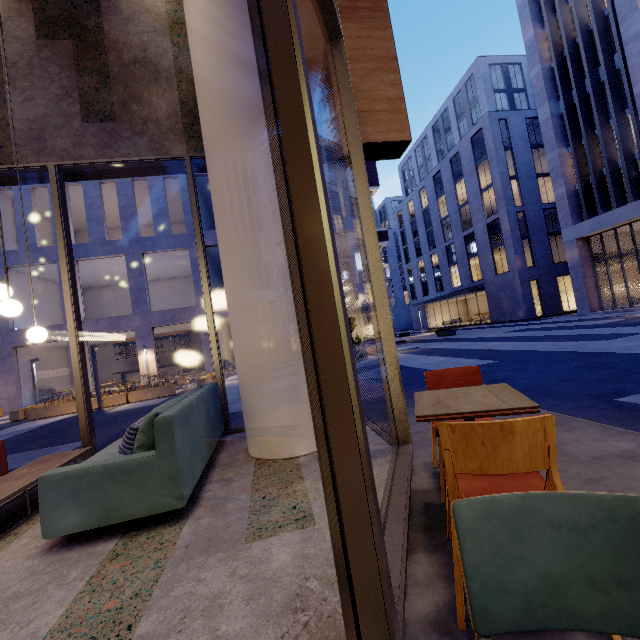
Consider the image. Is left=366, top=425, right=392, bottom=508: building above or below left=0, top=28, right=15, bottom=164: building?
below

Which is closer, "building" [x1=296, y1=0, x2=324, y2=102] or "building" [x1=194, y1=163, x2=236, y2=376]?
"building" [x1=296, y1=0, x2=324, y2=102]

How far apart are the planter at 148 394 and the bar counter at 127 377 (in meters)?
11.71

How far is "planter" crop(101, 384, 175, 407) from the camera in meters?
14.8 m

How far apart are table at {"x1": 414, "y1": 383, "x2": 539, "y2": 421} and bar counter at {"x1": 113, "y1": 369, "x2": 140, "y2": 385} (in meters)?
27.17

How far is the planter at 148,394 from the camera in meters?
14.8 m

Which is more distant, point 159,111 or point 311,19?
point 311,19

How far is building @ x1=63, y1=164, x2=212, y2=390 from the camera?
20.6m
